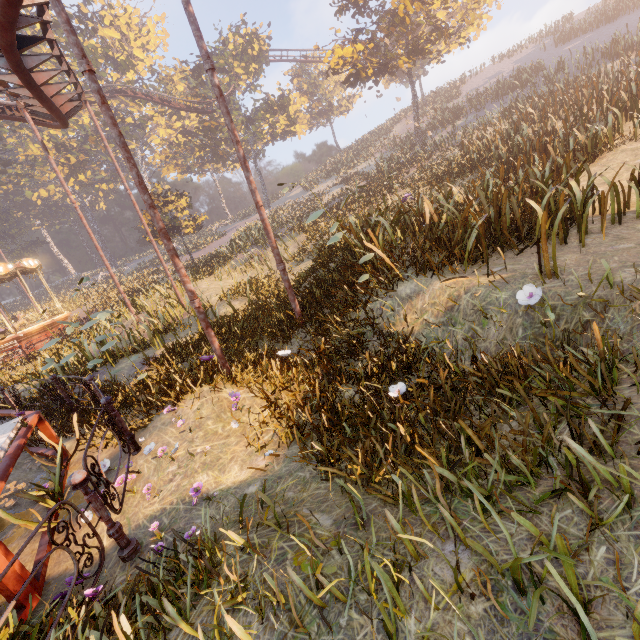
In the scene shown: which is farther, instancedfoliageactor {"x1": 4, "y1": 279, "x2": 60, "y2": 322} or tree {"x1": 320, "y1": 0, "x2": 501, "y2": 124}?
instancedfoliageactor {"x1": 4, "y1": 279, "x2": 60, "y2": 322}

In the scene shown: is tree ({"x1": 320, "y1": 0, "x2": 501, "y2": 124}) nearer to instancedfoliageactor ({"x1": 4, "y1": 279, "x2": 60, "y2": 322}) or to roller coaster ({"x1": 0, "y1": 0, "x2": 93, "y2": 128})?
roller coaster ({"x1": 0, "y1": 0, "x2": 93, "y2": 128})

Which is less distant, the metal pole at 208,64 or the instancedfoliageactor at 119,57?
the metal pole at 208,64

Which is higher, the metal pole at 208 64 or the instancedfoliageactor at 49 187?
the instancedfoliageactor at 49 187

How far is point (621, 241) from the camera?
Result: 4.6m

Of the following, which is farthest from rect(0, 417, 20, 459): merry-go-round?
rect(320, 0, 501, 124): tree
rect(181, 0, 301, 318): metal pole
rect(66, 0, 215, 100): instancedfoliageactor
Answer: rect(66, 0, 215, 100): instancedfoliageactor

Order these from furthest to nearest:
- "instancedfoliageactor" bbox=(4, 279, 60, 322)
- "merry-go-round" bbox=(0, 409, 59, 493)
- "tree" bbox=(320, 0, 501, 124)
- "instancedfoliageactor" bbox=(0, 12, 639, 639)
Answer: "instancedfoliageactor" bbox=(4, 279, 60, 322), "tree" bbox=(320, 0, 501, 124), "merry-go-round" bbox=(0, 409, 59, 493), "instancedfoliageactor" bbox=(0, 12, 639, 639)

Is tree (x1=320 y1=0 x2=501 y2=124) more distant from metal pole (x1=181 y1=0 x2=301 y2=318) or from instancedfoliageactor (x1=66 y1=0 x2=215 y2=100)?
instancedfoliageactor (x1=66 y1=0 x2=215 y2=100)
